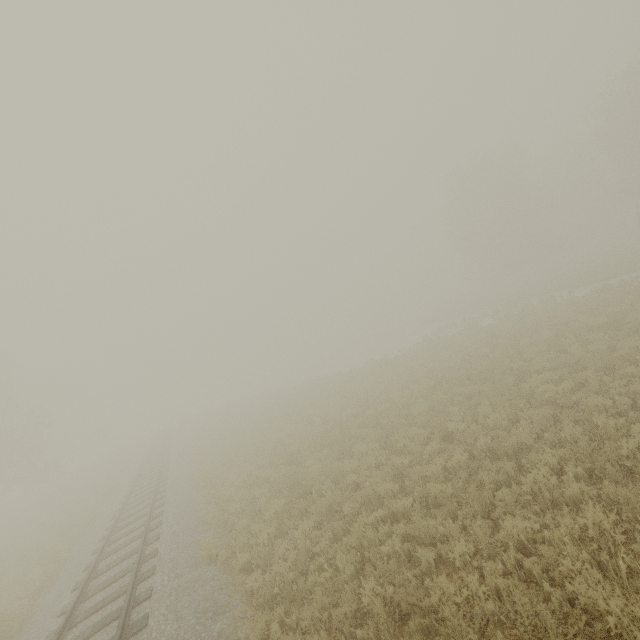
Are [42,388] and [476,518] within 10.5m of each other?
no
